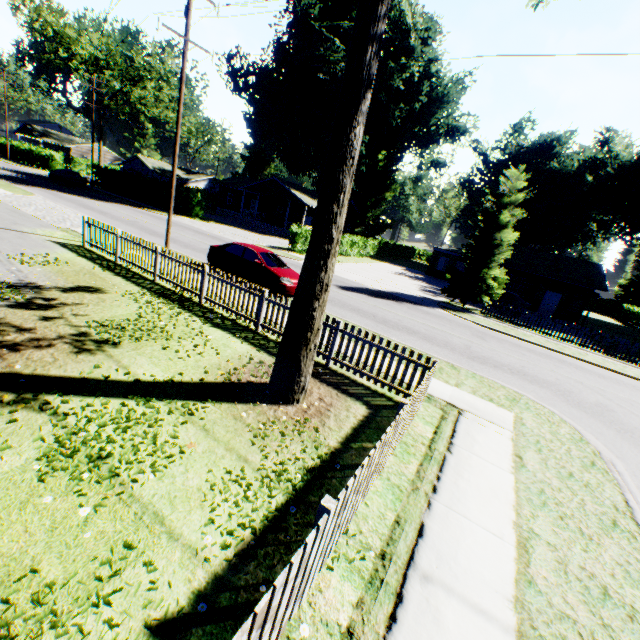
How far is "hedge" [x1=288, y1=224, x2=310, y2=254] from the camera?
27.5m

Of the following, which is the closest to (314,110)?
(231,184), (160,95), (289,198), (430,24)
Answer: (289,198)

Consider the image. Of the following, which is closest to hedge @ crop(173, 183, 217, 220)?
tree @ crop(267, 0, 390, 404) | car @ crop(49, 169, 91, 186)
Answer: car @ crop(49, 169, 91, 186)

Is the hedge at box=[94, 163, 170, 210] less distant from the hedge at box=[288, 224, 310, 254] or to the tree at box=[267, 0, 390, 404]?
the hedge at box=[288, 224, 310, 254]

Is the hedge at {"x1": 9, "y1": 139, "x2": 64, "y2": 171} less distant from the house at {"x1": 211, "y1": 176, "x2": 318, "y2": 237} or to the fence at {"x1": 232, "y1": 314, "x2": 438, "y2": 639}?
the house at {"x1": 211, "y1": 176, "x2": 318, "y2": 237}

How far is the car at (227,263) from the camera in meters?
13.3

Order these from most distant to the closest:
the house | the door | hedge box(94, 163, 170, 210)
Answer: the house → hedge box(94, 163, 170, 210) → the door

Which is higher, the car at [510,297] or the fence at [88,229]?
the car at [510,297]
